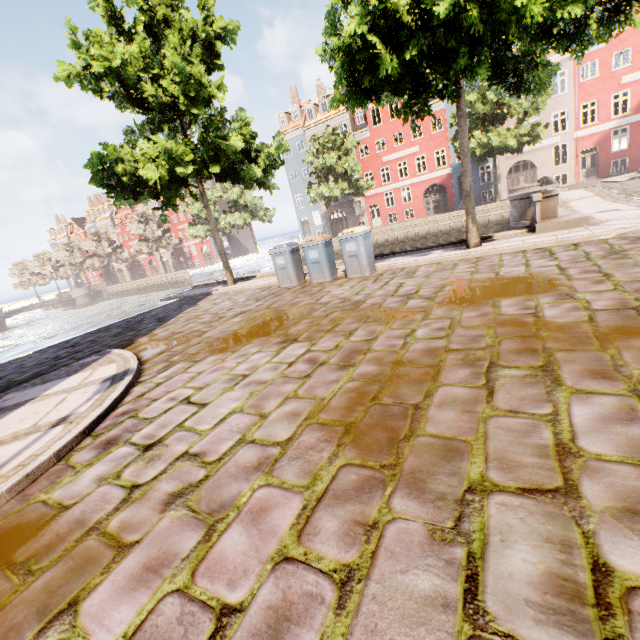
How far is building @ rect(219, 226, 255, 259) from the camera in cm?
5216

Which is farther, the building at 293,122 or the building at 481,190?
the building at 293,122

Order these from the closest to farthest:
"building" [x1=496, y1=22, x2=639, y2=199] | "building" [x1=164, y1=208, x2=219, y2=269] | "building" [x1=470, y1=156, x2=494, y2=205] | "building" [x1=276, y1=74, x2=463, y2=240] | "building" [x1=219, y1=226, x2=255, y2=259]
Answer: "building" [x1=496, y1=22, x2=639, y2=199] < "building" [x1=470, y1=156, x2=494, y2=205] < "building" [x1=276, y1=74, x2=463, y2=240] < "building" [x1=219, y1=226, x2=255, y2=259] < "building" [x1=164, y1=208, x2=219, y2=269]

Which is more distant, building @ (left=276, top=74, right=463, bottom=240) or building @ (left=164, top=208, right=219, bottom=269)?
building @ (left=164, top=208, right=219, bottom=269)

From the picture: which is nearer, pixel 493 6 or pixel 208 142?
pixel 493 6

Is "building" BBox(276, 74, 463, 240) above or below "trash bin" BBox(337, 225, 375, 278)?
above

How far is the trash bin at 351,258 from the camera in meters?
8.9 m
